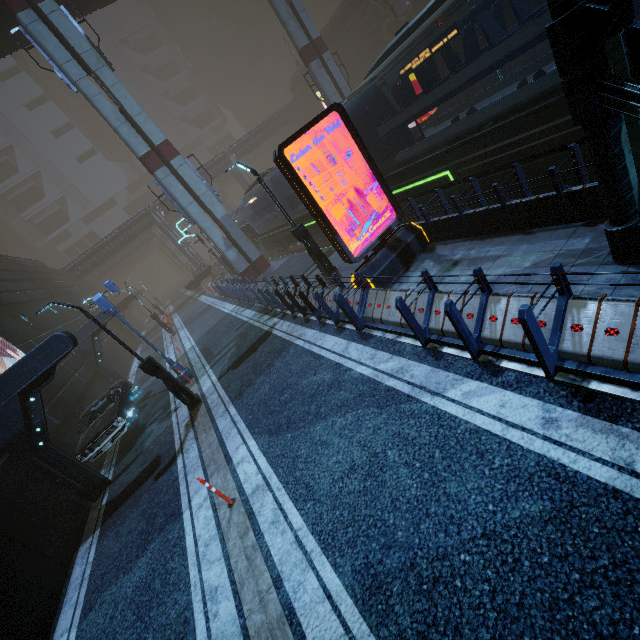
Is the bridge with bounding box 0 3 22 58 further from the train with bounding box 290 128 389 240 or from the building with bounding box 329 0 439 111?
the train with bounding box 290 128 389 240

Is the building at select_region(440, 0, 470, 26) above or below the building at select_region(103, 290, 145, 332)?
above

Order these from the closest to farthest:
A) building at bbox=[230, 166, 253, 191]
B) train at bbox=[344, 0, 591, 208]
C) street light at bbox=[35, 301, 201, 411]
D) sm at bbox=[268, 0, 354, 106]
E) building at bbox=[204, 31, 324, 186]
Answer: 1. train at bbox=[344, 0, 591, 208]
2. street light at bbox=[35, 301, 201, 411]
3. sm at bbox=[268, 0, 354, 106]
4. building at bbox=[204, 31, 324, 186]
5. building at bbox=[230, 166, 253, 191]

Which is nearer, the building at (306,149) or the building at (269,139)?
the building at (269,139)

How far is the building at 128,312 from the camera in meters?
36.5

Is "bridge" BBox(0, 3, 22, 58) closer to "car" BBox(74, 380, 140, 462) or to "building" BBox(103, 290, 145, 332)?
"building" BBox(103, 290, 145, 332)

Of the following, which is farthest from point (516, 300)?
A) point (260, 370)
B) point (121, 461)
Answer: point (121, 461)

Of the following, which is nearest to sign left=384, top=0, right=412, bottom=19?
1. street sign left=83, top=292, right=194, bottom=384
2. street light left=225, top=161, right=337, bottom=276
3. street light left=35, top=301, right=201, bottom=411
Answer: street light left=225, top=161, right=337, bottom=276
